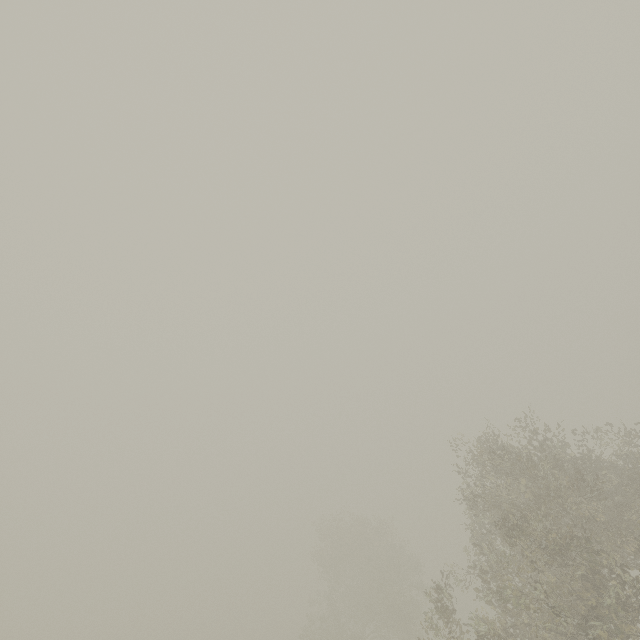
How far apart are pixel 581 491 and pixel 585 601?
3.6 meters
